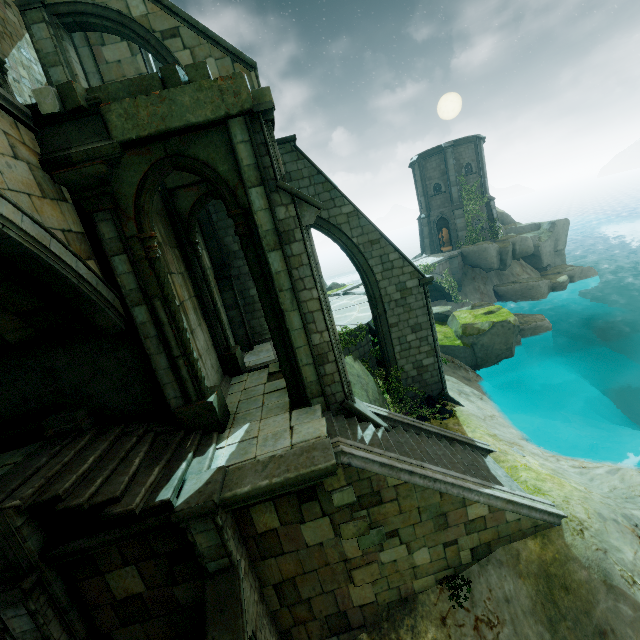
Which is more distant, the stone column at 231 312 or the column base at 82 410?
the stone column at 231 312

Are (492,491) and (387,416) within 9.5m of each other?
yes

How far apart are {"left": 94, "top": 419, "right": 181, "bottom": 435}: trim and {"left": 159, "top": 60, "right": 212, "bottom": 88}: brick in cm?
764

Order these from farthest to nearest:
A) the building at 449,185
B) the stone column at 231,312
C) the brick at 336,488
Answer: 1. the building at 449,185
2. the stone column at 231,312
3. the brick at 336,488

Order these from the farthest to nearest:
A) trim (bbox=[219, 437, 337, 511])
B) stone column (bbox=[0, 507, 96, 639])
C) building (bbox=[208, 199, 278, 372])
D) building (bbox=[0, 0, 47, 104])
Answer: building (bbox=[208, 199, 278, 372]) → building (bbox=[0, 0, 47, 104]) → trim (bbox=[219, 437, 337, 511]) → stone column (bbox=[0, 507, 96, 639])

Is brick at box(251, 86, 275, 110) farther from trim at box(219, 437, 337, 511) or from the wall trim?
trim at box(219, 437, 337, 511)

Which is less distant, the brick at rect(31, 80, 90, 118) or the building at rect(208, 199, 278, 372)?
the brick at rect(31, 80, 90, 118)

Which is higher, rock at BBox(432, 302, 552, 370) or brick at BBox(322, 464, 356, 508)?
brick at BBox(322, 464, 356, 508)
